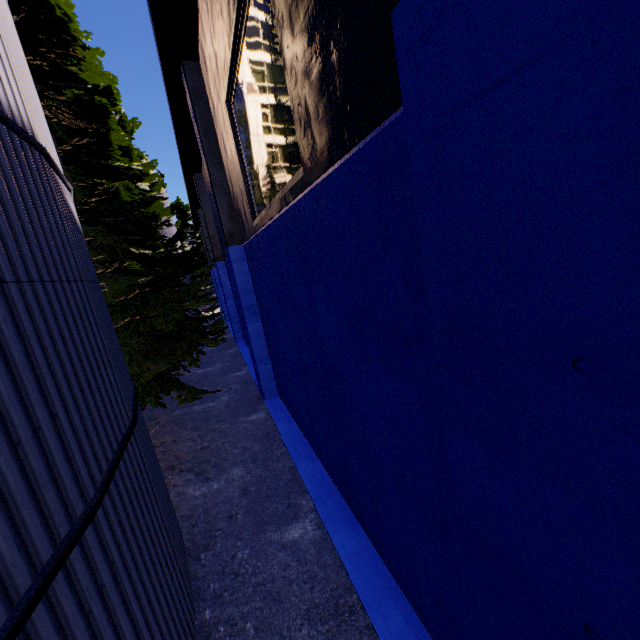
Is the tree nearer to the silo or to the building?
the silo

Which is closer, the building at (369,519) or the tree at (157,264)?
the building at (369,519)

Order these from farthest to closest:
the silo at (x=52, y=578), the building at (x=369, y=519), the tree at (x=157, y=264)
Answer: the tree at (x=157, y=264) → the silo at (x=52, y=578) → the building at (x=369, y=519)

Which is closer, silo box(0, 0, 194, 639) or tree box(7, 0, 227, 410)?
silo box(0, 0, 194, 639)

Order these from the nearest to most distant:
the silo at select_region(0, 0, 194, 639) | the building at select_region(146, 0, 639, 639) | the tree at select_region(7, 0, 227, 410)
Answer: the building at select_region(146, 0, 639, 639)
the silo at select_region(0, 0, 194, 639)
the tree at select_region(7, 0, 227, 410)

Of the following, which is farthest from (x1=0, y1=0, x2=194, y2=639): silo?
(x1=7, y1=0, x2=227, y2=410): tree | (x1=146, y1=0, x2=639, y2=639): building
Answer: (x1=146, y1=0, x2=639, y2=639): building

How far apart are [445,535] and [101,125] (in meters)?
14.25
